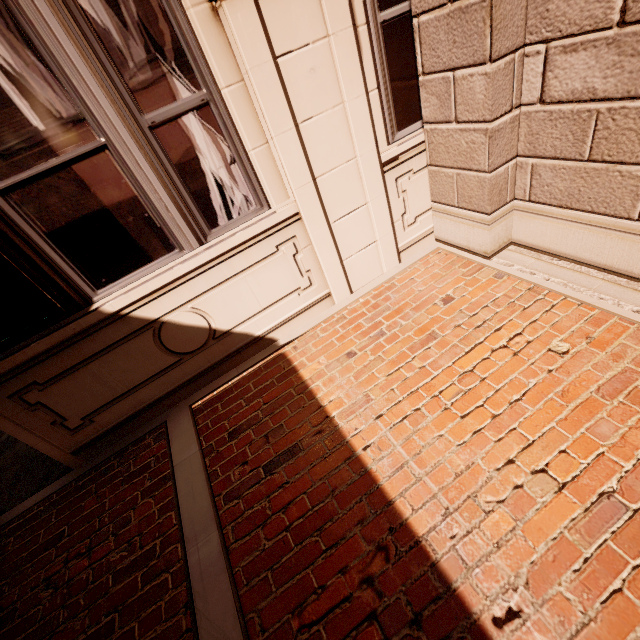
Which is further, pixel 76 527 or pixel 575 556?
pixel 76 527
